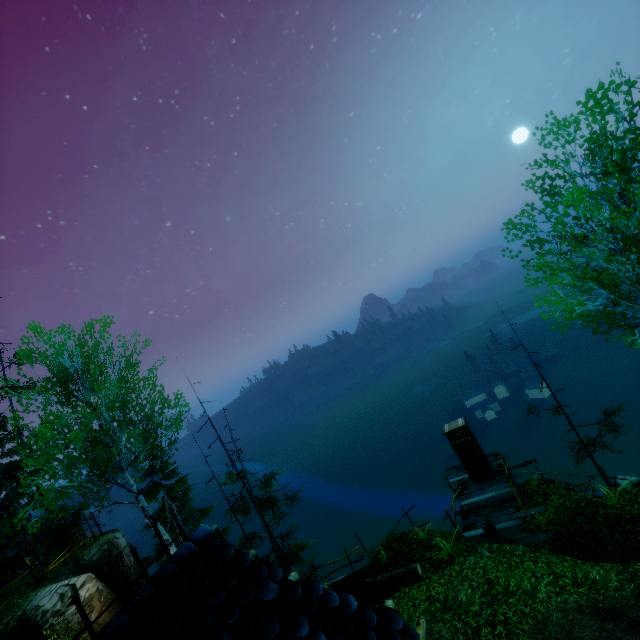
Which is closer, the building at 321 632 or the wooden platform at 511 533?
the building at 321 632

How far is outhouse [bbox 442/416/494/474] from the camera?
15.16m

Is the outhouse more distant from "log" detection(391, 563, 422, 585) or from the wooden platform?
"log" detection(391, 563, 422, 585)

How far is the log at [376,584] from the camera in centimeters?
1133cm

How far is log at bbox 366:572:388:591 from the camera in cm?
1133

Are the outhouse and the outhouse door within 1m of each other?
yes

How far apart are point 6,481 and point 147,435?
7.3 meters
